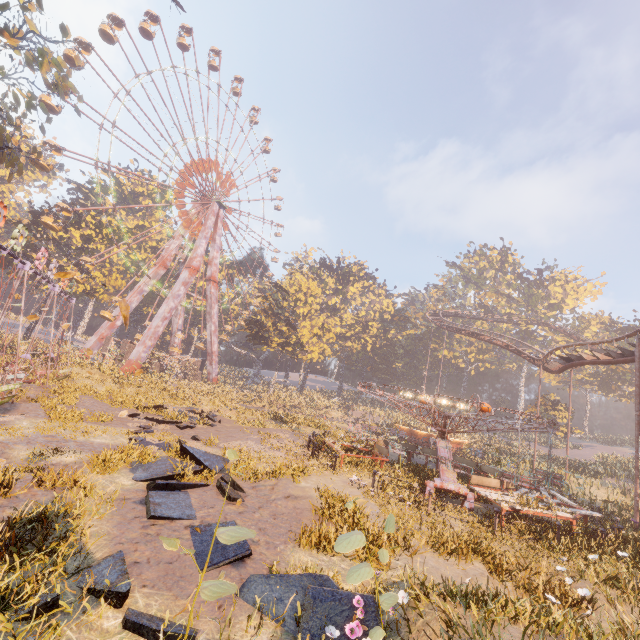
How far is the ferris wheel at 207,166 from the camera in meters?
32.7 m

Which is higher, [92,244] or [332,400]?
[92,244]

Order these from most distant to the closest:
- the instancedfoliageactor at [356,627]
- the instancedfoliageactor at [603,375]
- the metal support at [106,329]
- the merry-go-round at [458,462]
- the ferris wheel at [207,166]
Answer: the instancedfoliageactor at [603,375], the metal support at [106,329], the ferris wheel at [207,166], the merry-go-round at [458,462], the instancedfoliageactor at [356,627]

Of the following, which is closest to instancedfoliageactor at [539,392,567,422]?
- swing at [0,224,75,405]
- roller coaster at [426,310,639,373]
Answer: roller coaster at [426,310,639,373]

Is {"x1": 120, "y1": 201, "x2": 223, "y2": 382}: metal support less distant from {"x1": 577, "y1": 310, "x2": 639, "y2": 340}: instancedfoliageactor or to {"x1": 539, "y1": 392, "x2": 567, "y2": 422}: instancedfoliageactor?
{"x1": 539, "y1": 392, "x2": 567, "y2": 422}: instancedfoliageactor

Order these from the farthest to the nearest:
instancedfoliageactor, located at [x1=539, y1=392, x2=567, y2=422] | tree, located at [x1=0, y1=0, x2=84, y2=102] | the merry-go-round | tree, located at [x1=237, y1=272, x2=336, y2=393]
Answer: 1. tree, located at [x1=237, y1=272, x2=336, y2=393]
2. instancedfoliageactor, located at [x1=539, y1=392, x2=567, y2=422]
3. tree, located at [x1=0, y1=0, x2=84, y2=102]
4. the merry-go-round

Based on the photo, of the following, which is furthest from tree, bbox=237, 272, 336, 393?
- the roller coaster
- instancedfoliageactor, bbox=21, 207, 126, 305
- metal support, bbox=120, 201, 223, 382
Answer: the roller coaster

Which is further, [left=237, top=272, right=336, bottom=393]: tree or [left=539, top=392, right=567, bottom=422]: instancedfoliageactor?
[left=237, top=272, right=336, bottom=393]: tree
